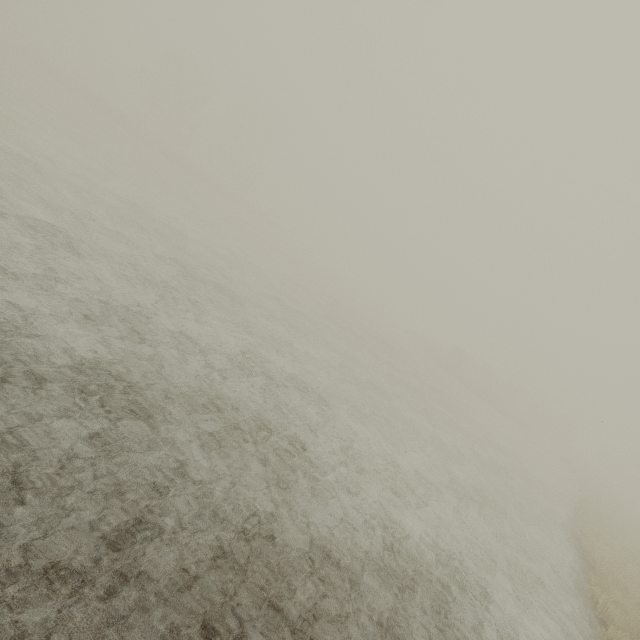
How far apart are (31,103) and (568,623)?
32.9 meters
